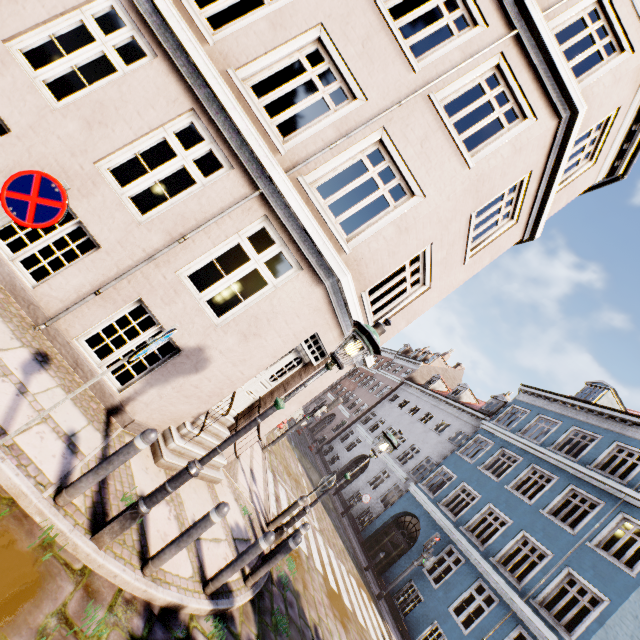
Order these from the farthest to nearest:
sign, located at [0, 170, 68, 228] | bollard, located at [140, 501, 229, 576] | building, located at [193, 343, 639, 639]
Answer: building, located at [193, 343, 639, 639]
bollard, located at [140, 501, 229, 576]
sign, located at [0, 170, 68, 228]

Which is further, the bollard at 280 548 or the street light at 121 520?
the bollard at 280 548

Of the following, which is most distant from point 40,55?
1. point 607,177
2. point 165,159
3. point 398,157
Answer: point 607,177

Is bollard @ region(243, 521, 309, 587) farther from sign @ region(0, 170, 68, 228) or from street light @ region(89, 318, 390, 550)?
sign @ region(0, 170, 68, 228)

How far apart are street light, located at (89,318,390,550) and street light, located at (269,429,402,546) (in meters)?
4.21

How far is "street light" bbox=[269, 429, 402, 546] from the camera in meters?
7.1

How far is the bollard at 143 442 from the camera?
3.25m

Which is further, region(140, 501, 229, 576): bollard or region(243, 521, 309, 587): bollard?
region(243, 521, 309, 587): bollard
